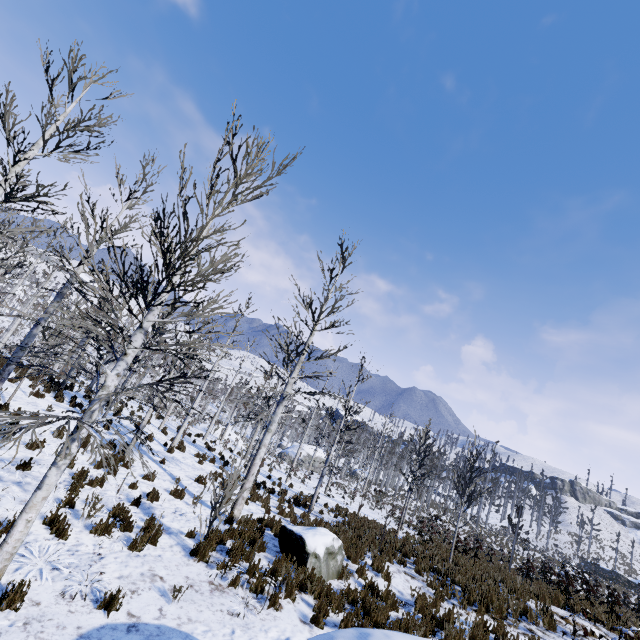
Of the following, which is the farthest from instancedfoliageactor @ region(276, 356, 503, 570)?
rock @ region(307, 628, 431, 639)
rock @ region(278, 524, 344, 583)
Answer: rock @ region(307, 628, 431, 639)

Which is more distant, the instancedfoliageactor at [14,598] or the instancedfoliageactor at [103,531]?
the instancedfoliageactor at [103,531]

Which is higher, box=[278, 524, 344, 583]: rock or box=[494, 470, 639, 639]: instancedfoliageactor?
box=[494, 470, 639, 639]: instancedfoliageactor

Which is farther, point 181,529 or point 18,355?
point 18,355

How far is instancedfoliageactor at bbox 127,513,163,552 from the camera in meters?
6.6 m

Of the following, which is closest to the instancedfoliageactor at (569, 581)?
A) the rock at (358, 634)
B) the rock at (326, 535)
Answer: the rock at (326, 535)
